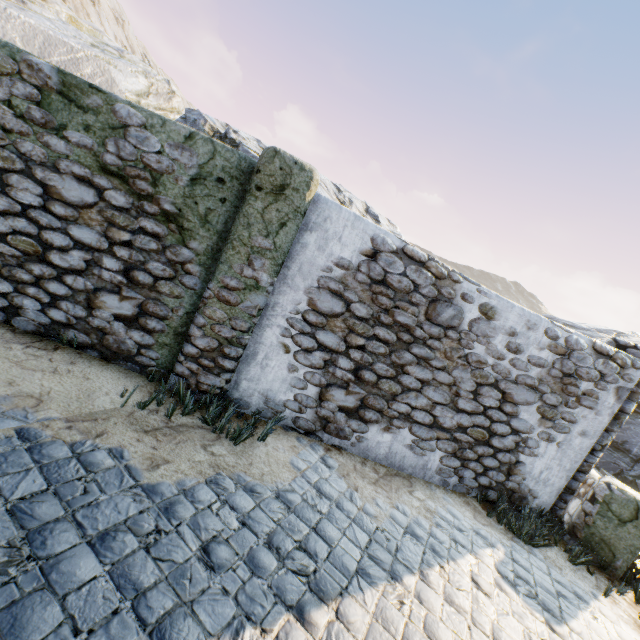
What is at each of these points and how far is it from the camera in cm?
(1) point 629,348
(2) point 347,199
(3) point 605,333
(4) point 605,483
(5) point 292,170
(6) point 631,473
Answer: (1) stone column, 493
(2) rock, 1361
(3) rock, 1952
(4) stone column, 491
(5) stone column, 362
(6) rock, 1013

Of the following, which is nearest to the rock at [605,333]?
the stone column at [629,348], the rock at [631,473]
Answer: the rock at [631,473]

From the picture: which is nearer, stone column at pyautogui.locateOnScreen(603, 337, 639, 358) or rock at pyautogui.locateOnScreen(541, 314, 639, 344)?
→ stone column at pyautogui.locateOnScreen(603, 337, 639, 358)

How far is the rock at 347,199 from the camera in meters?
12.6 m

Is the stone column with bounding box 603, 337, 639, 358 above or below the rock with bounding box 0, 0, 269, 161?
below

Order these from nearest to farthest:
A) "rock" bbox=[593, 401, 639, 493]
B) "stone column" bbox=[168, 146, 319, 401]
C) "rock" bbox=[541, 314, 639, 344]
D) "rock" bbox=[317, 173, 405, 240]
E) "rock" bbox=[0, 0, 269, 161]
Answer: "stone column" bbox=[168, 146, 319, 401]
"rock" bbox=[0, 0, 269, 161]
"rock" bbox=[593, 401, 639, 493]
"rock" bbox=[317, 173, 405, 240]
"rock" bbox=[541, 314, 639, 344]

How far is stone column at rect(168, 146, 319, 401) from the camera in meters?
3.6 m
